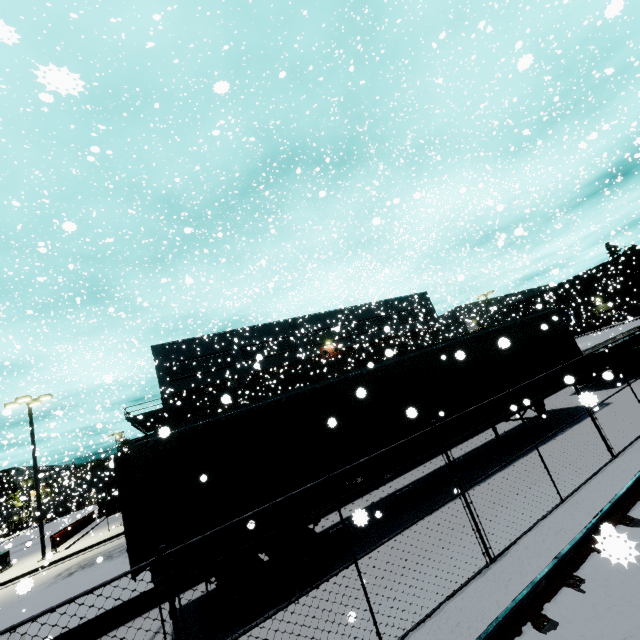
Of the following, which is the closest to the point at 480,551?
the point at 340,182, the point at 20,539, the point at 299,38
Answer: the point at 340,182

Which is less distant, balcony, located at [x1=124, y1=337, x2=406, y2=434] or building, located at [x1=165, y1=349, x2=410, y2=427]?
balcony, located at [x1=124, y1=337, x2=406, y2=434]

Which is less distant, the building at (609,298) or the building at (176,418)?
→ the building at (176,418)

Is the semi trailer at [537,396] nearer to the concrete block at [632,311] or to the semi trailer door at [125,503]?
the semi trailer door at [125,503]

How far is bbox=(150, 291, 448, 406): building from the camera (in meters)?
33.69

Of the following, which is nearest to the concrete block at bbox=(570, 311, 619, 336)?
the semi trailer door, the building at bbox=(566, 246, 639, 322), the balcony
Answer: the building at bbox=(566, 246, 639, 322)

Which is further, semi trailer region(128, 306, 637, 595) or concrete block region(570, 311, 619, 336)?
concrete block region(570, 311, 619, 336)
